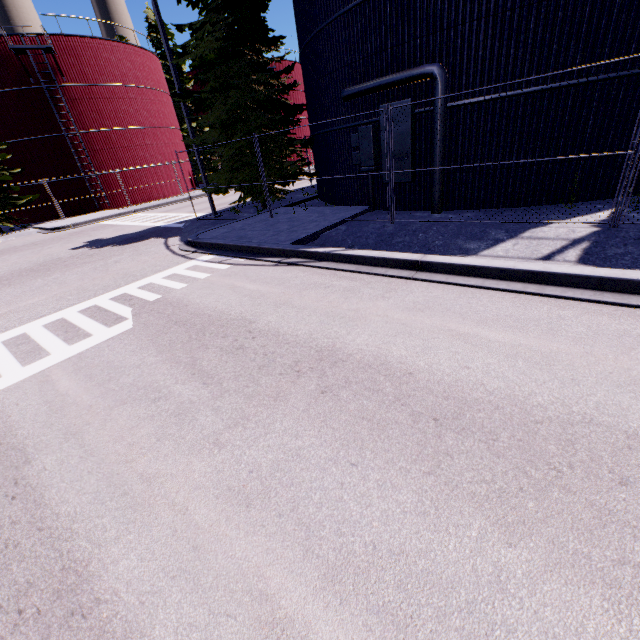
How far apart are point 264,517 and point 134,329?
4.9 meters

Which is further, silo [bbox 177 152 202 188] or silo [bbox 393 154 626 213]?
silo [bbox 177 152 202 188]

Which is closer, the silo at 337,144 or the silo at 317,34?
the silo at 317,34

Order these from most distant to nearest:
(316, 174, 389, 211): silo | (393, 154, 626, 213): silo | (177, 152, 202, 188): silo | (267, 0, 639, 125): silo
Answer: (177, 152, 202, 188): silo
(316, 174, 389, 211): silo
(393, 154, 626, 213): silo
(267, 0, 639, 125): silo

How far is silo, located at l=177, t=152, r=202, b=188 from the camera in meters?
33.7 m

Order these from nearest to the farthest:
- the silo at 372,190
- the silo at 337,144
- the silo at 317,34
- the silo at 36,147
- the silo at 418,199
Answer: the silo at 317,34
the silo at 418,199
the silo at 337,144
the silo at 372,190
the silo at 36,147

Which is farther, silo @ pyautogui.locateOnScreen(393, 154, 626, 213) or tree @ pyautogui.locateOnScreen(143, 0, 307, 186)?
tree @ pyautogui.locateOnScreen(143, 0, 307, 186)
